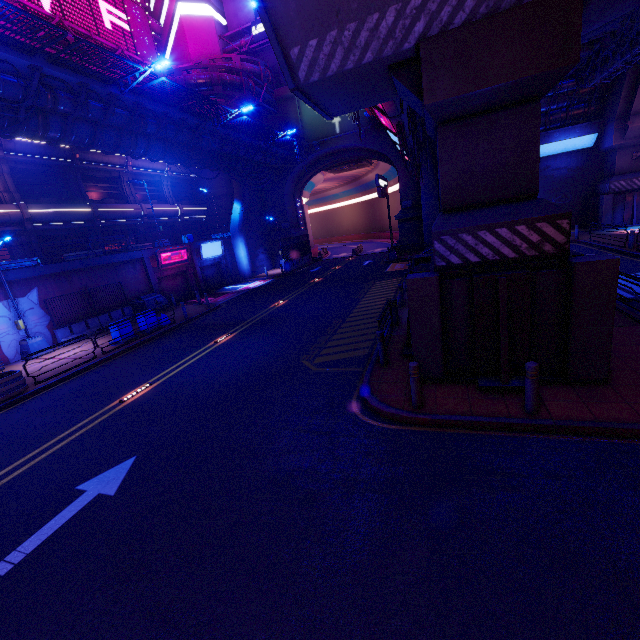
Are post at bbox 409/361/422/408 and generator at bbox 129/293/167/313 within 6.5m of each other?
no

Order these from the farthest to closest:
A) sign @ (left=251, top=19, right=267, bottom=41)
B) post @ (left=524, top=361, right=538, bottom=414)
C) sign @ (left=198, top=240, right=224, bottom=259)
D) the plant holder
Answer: sign @ (left=251, top=19, right=267, bottom=41)
sign @ (left=198, top=240, right=224, bottom=259)
the plant holder
post @ (left=524, top=361, right=538, bottom=414)

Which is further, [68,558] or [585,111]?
[585,111]

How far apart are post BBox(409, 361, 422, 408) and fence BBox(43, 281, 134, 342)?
20.6m

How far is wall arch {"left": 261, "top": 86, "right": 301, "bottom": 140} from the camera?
33.9 meters

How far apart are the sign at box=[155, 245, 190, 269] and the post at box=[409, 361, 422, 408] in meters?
24.4 m

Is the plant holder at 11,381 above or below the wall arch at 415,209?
below

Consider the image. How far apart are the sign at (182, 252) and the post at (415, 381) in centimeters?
2438cm
